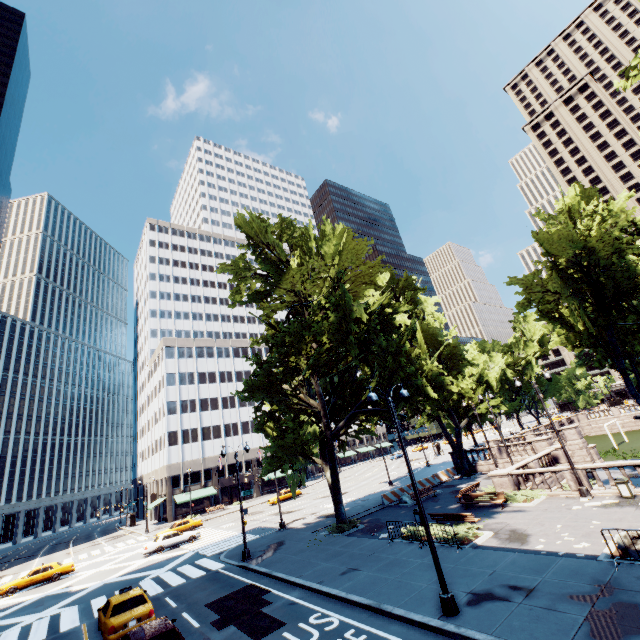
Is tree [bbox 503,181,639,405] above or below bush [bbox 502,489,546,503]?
above

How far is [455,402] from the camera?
38.31m

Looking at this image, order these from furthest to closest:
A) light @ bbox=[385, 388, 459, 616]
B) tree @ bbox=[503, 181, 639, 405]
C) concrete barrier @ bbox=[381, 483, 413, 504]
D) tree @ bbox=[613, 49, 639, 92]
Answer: concrete barrier @ bbox=[381, 483, 413, 504] → tree @ bbox=[503, 181, 639, 405] → tree @ bbox=[613, 49, 639, 92] → light @ bbox=[385, 388, 459, 616]

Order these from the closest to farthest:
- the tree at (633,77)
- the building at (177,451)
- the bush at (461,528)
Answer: the tree at (633,77) → the bush at (461,528) → the building at (177,451)

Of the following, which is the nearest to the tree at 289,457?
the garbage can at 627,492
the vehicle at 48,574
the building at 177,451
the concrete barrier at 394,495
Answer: the building at 177,451

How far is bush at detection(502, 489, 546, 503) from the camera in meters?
20.3

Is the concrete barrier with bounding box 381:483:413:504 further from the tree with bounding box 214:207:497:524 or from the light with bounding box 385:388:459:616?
the light with bounding box 385:388:459:616

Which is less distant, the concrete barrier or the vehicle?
the vehicle
